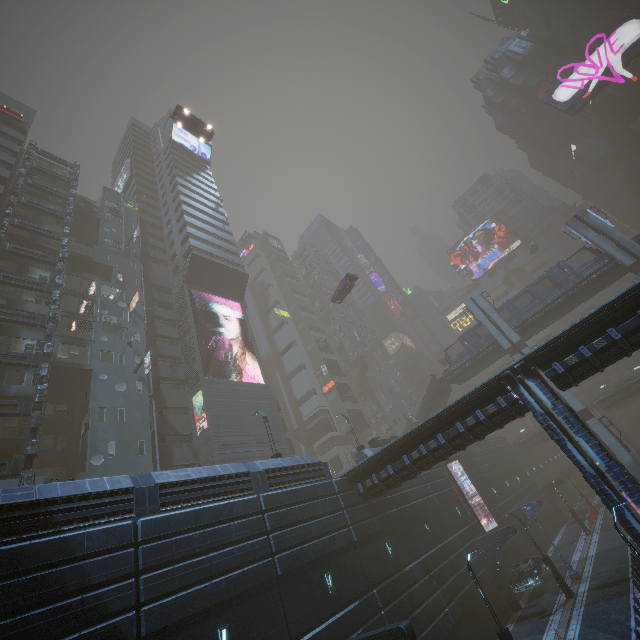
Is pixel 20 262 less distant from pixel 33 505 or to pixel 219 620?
pixel 33 505

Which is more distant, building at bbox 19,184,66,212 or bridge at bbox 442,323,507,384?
bridge at bbox 442,323,507,384

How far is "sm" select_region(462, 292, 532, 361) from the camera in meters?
37.5 m

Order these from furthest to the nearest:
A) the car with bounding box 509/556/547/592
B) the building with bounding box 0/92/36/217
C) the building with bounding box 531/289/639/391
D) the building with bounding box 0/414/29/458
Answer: the building with bounding box 0/92/36/217 → the car with bounding box 509/556/547/592 → the building with bounding box 0/414/29/458 → the building with bounding box 531/289/639/391

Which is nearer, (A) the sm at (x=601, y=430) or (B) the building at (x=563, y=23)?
(A) the sm at (x=601, y=430)

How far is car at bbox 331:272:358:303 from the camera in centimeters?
3828cm

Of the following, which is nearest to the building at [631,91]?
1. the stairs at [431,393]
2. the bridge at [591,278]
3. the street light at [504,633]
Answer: the stairs at [431,393]

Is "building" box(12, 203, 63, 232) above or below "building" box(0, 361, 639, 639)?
above
